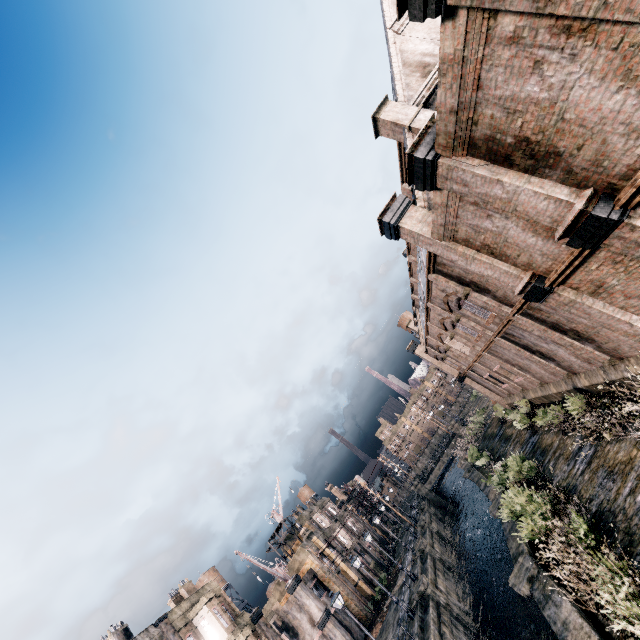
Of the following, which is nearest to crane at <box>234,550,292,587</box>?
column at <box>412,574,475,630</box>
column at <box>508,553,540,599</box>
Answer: column at <box>412,574,475,630</box>

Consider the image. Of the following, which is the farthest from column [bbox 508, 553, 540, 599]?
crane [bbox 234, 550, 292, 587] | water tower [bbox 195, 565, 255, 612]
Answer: water tower [bbox 195, 565, 255, 612]

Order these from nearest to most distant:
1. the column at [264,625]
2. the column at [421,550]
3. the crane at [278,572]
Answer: the column at [264,625], the column at [421,550], the crane at [278,572]

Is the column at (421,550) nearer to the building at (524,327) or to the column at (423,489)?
the building at (524,327)

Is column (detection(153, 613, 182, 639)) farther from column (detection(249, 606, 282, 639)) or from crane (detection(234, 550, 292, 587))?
crane (detection(234, 550, 292, 587))

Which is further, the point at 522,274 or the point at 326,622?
the point at 326,622

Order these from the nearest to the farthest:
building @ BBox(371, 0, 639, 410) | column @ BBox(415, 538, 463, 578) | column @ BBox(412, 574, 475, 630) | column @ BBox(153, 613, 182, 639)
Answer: building @ BBox(371, 0, 639, 410) → column @ BBox(153, 613, 182, 639) → column @ BBox(412, 574, 475, 630) → column @ BBox(415, 538, 463, 578)

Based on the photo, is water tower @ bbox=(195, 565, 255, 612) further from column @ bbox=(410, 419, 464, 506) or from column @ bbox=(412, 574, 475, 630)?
column @ bbox=(412, 574, 475, 630)
